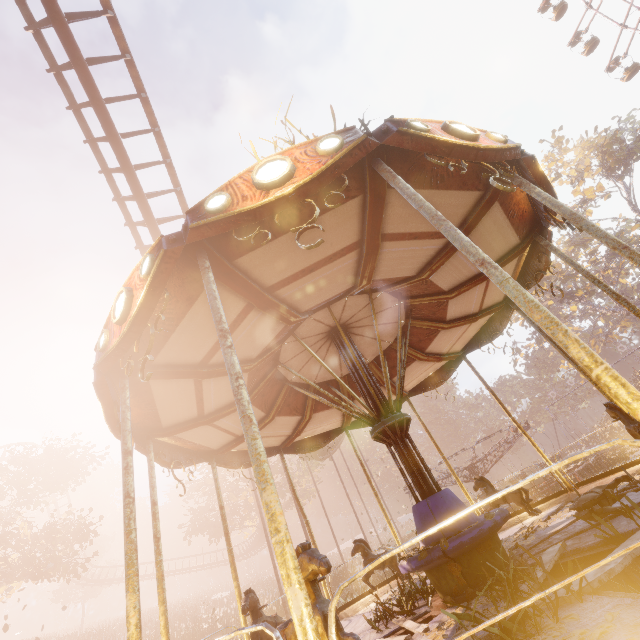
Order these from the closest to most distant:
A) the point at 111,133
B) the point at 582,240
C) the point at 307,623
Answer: the point at 307,623 < the point at 111,133 < the point at 582,240

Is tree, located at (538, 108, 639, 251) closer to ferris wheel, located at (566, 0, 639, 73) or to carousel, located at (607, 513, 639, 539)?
ferris wheel, located at (566, 0, 639, 73)

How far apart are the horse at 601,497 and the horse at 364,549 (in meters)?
3.64

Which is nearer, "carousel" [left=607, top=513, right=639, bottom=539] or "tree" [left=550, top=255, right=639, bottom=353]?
"carousel" [left=607, top=513, right=639, bottom=539]

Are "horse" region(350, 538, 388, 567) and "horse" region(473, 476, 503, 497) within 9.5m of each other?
yes

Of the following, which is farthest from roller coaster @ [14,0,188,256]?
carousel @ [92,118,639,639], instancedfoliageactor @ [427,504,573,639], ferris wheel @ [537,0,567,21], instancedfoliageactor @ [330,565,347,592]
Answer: ferris wheel @ [537,0,567,21]

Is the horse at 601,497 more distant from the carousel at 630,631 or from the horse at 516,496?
the horse at 516,496

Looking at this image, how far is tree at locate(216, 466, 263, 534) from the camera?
31.3m
